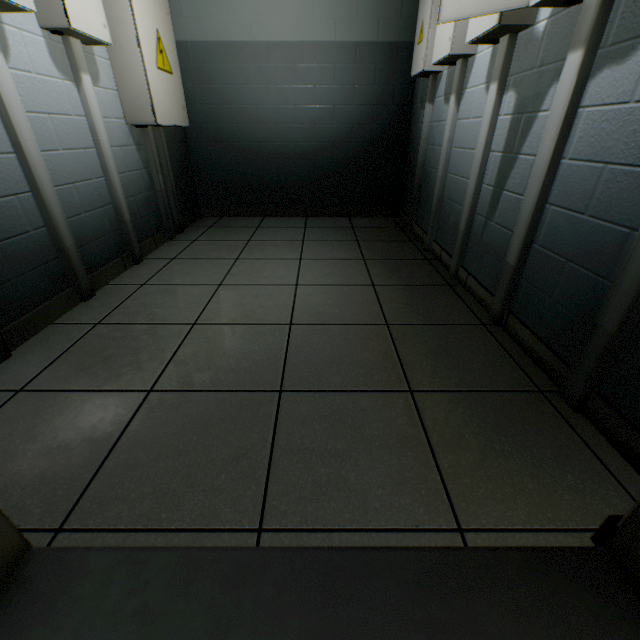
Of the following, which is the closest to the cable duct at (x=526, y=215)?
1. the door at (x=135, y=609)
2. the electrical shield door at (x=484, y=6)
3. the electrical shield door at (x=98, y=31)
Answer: the electrical shield door at (x=484, y=6)

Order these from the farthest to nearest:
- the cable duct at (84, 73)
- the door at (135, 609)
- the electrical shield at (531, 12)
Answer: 1. the cable duct at (84, 73)
2. the electrical shield at (531, 12)
3. the door at (135, 609)

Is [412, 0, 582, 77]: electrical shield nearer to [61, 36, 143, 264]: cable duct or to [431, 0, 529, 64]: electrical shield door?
[431, 0, 529, 64]: electrical shield door

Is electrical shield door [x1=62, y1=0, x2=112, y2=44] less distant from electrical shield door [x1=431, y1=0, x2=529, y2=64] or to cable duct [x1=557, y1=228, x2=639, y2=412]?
electrical shield door [x1=431, y1=0, x2=529, y2=64]

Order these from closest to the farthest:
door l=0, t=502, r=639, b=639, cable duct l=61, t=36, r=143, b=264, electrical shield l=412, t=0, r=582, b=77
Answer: door l=0, t=502, r=639, b=639 → electrical shield l=412, t=0, r=582, b=77 → cable duct l=61, t=36, r=143, b=264

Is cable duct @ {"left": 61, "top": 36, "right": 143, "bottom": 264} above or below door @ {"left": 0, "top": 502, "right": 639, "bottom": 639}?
above

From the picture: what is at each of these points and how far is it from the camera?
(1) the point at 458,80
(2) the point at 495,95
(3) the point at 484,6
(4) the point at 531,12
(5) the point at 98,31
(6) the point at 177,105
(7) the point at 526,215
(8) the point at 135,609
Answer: (1) cable duct, 2.1m
(2) cable duct, 1.7m
(3) electrical shield door, 1.3m
(4) electrical shield, 1.4m
(5) electrical shield door, 1.8m
(6) electrical shield door, 2.6m
(7) cable duct, 1.4m
(8) door, 0.6m

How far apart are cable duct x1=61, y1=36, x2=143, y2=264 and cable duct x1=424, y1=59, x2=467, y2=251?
2.3m
